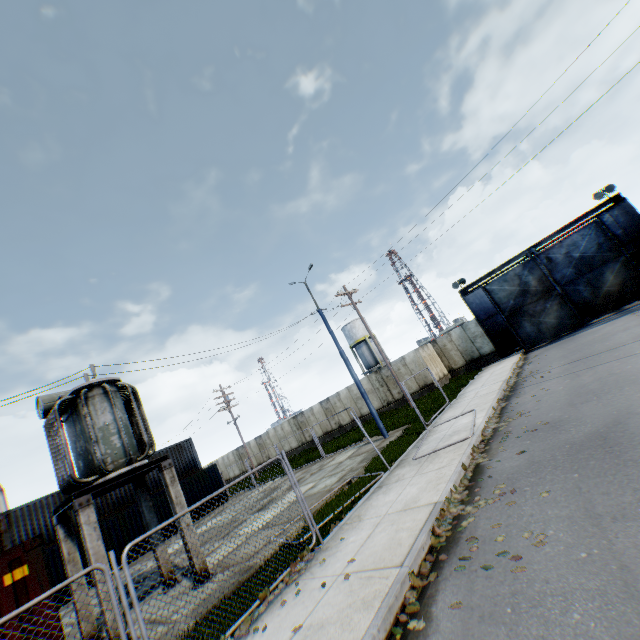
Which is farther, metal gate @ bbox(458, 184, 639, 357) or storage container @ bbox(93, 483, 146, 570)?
metal gate @ bbox(458, 184, 639, 357)

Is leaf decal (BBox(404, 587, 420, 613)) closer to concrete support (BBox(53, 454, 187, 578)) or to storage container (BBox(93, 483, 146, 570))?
concrete support (BBox(53, 454, 187, 578))

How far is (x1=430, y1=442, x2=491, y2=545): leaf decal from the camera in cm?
557

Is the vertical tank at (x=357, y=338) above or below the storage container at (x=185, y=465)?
above

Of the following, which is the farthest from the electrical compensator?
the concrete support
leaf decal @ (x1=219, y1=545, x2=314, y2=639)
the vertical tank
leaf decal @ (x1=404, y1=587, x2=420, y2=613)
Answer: the vertical tank

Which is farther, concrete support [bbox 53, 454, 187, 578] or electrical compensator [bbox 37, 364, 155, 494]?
electrical compensator [bbox 37, 364, 155, 494]

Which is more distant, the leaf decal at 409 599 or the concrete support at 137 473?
the concrete support at 137 473

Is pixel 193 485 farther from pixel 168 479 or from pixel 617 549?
pixel 617 549
